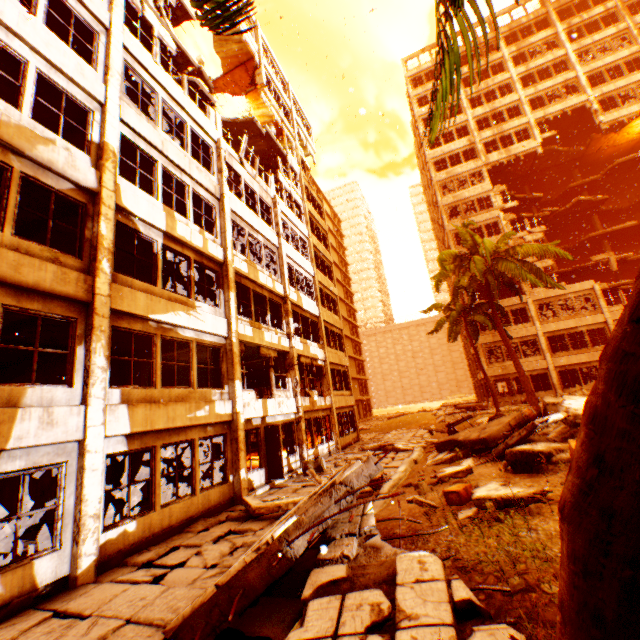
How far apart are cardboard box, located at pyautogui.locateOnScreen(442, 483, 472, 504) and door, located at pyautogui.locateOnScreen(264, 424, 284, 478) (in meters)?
6.38

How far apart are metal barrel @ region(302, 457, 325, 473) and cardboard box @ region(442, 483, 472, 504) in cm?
776

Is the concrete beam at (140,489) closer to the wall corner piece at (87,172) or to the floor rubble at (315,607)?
the floor rubble at (315,607)

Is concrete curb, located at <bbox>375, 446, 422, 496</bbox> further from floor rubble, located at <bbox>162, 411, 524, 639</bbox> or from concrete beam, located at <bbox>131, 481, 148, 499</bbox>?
concrete beam, located at <bbox>131, 481, 148, 499</bbox>

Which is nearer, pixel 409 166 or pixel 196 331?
pixel 196 331

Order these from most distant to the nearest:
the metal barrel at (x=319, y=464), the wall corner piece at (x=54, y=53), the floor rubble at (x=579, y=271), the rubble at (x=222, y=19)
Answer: the floor rubble at (x=579, y=271), the metal barrel at (x=319, y=464), the wall corner piece at (x=54, y=53), the rubble at (x=222, y=19)

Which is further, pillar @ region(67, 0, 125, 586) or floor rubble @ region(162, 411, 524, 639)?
pillar @ region(67, 0, 125, 586)

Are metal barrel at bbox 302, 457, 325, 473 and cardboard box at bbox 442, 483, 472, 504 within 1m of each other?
no
